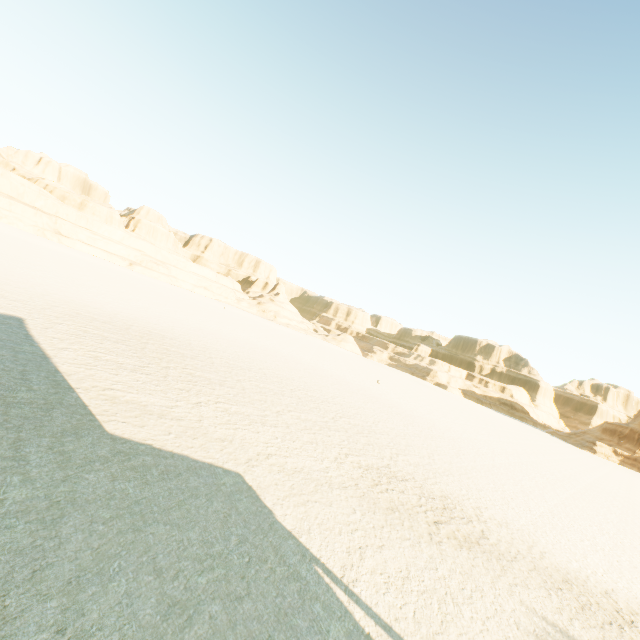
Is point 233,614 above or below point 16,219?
below
